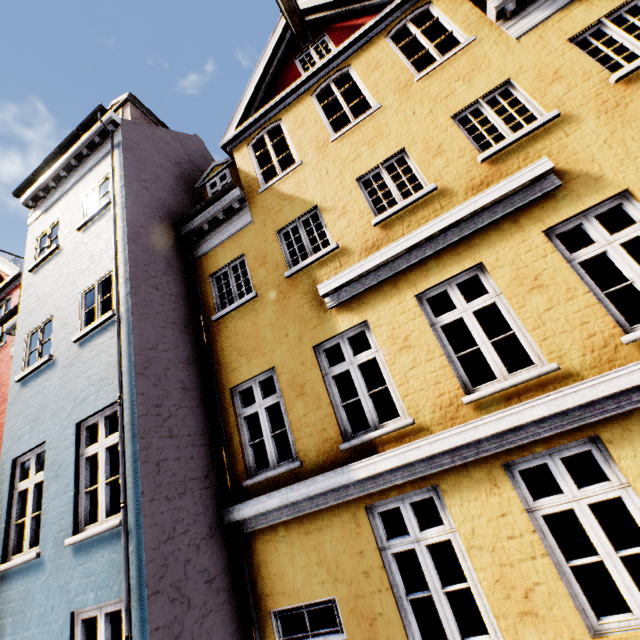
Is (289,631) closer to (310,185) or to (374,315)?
(374,315)
